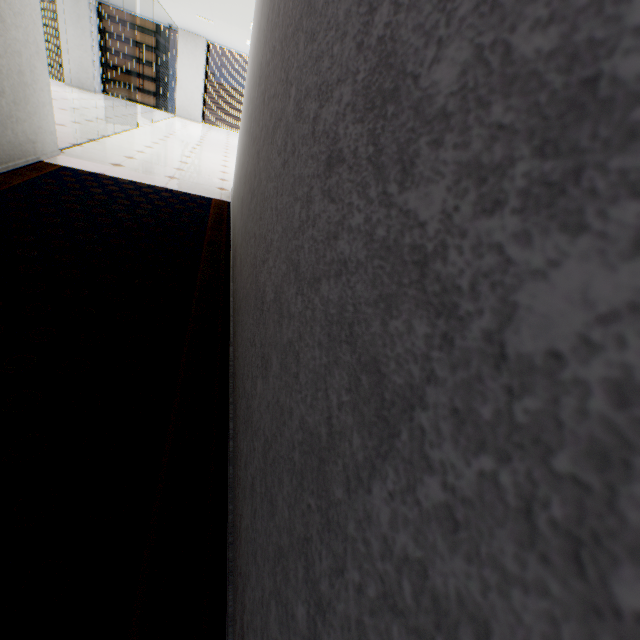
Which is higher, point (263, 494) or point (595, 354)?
point (595, 354)
